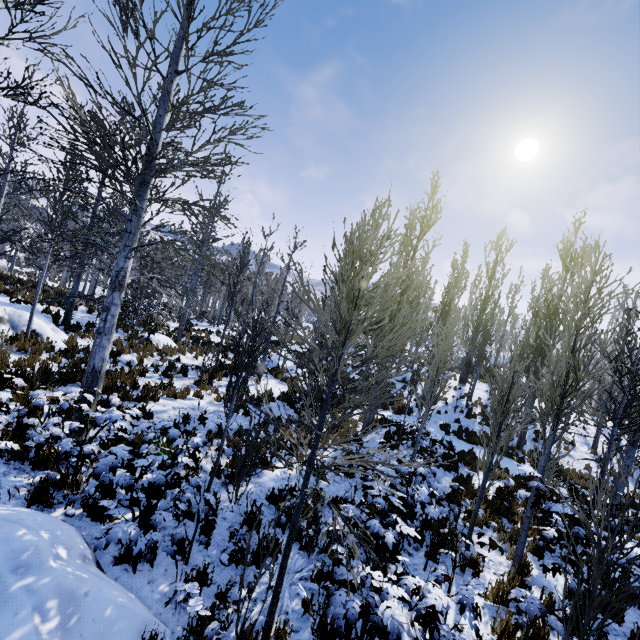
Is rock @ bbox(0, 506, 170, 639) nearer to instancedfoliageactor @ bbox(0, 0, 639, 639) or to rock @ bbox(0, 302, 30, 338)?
instancedfoliageactor @ bbox(0, 0, 639, 639)

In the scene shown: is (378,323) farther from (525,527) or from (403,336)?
(525,527)

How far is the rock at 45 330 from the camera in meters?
9.8

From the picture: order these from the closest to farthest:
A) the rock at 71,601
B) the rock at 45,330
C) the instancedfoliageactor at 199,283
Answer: the rock at 71,601
the instancedfoliageactor at 199,283
the rock at 45,330

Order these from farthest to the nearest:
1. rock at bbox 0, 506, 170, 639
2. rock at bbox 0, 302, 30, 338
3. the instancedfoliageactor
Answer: rock at bbox 0, 302, 30, 338 → the instancedfoliageactor → rock at bbox 0, 506, 170, 639

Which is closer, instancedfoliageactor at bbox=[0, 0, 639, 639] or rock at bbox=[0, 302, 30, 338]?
instancedfoliageactor at bbox=[0, 0, 639, 639]
